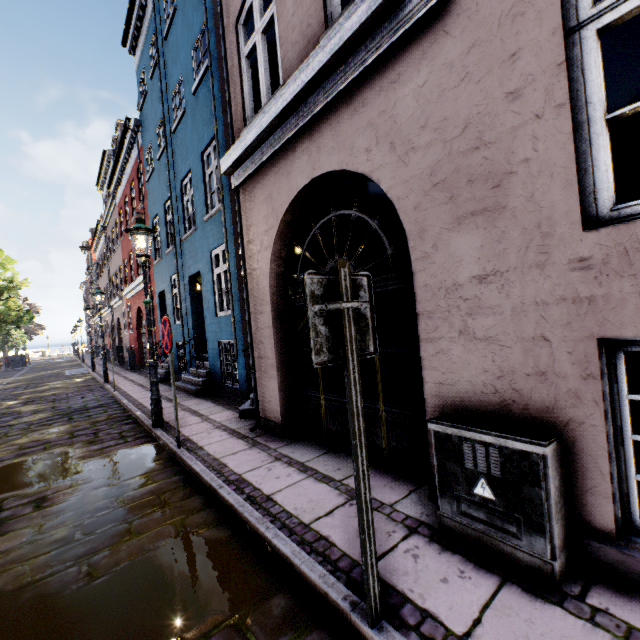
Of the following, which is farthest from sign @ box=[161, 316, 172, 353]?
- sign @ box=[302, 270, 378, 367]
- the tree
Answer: the tree

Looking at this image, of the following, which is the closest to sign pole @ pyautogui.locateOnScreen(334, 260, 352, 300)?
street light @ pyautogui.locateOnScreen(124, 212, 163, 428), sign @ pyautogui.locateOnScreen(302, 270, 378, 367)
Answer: sign @ pyautogui.locateOnScreen(302, 270, 378, 367)

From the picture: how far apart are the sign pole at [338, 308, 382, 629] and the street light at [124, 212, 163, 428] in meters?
5.2

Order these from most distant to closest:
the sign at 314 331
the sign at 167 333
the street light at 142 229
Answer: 1. the street light at 142 229
2. the sign at 167 333
3. the sign at 314 331

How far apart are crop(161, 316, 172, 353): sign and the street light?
1.2m

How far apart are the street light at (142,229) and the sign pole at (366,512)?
5.2m

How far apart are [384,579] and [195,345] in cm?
934

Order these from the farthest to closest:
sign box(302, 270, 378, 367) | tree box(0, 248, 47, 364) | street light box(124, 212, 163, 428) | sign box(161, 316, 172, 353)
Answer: tree box(0, 248, 47, 364)
street light box(124, 212, 163, 428)
sign box(161, 316, 172, 353)
sign box(302, 270, 378, 367)
